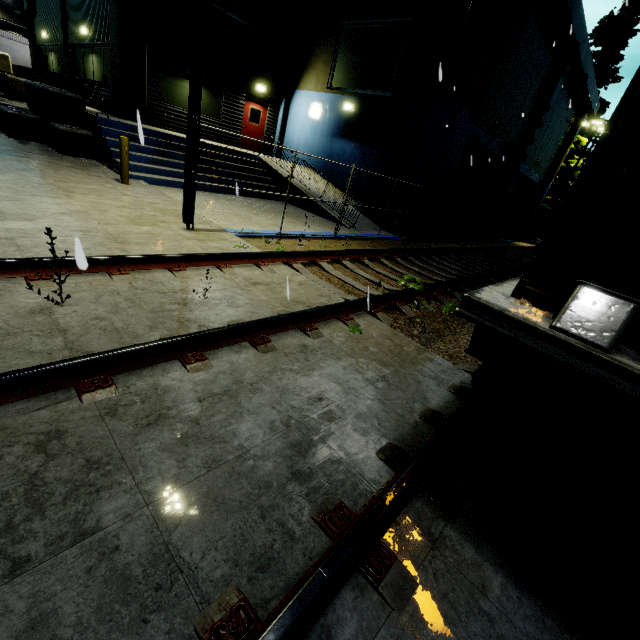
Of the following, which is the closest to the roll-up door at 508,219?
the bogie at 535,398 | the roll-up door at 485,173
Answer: the roll-up door at 485,173

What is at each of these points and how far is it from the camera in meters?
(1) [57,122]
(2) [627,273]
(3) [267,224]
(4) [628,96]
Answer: (1) concrete block, 11.0 m
(2) cargo container door, 1.8 m
(3) building, 9.5 m
(4) cargo container, 1.6 m

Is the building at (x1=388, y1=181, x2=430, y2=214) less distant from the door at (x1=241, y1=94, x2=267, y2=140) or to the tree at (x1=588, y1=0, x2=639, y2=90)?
the door at (x1=241, y1=94, x2=267, y2=140)

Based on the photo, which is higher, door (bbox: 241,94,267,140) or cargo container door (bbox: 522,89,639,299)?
door (bbox: 241,94,267,140)

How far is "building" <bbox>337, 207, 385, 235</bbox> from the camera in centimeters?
1185cm

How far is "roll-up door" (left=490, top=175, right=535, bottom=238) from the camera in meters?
23.6

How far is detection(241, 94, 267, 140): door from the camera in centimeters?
1662cm

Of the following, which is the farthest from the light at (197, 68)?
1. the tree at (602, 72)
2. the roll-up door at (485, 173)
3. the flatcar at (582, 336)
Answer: the tree at (602, 72)
